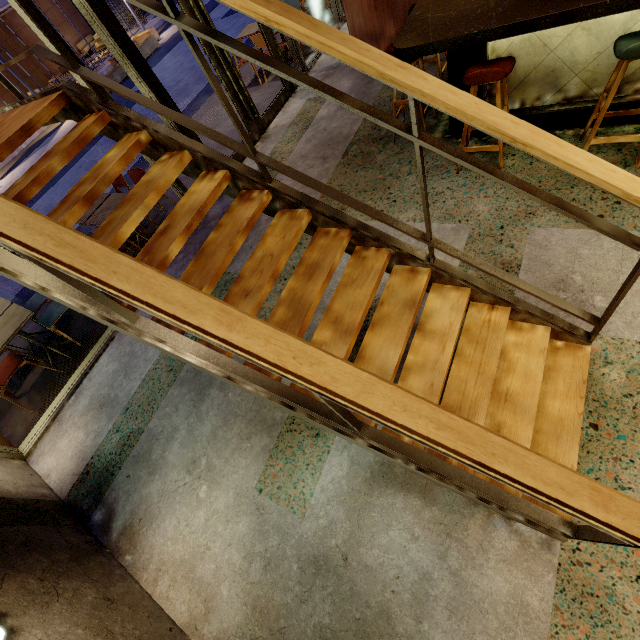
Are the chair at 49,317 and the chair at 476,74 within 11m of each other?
yes

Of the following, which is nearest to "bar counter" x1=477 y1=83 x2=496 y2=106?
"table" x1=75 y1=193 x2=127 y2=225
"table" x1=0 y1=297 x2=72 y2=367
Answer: "table" x1=75 y1=193 x2=127 y2=225

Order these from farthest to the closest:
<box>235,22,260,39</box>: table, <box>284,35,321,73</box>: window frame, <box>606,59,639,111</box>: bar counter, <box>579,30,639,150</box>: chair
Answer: <box>235,22,260,39</box>: table < <box>284,35,321,73</box>: window frame < <box>606,59,639,111</box>: bar counter < <box>579,30,639,150</box>: chair

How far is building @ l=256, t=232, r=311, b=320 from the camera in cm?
361

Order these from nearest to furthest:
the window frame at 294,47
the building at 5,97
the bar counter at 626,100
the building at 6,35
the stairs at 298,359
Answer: the stairs at 298,359 → the bar counter at 626,100 → the window frame at 294,47 → the building at 6,35 → the building at 5,97

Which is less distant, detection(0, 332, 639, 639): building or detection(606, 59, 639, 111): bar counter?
detection(0, 332, 639, 639): building

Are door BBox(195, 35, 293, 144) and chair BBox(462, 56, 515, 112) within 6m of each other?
yes

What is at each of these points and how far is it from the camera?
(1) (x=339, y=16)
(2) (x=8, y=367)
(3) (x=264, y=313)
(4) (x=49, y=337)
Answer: (1) window frame, 7.2 meters
(2) chair, 4.1 meters
(3) building, 3.6 meters
(4) building, 5.0 meters
